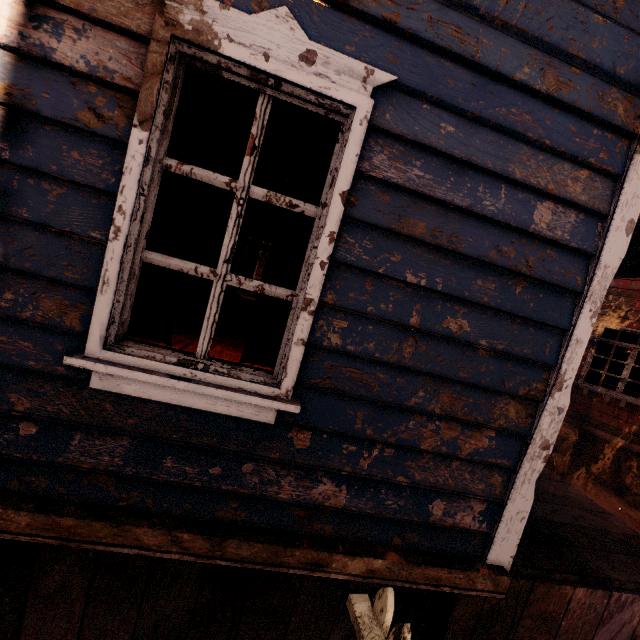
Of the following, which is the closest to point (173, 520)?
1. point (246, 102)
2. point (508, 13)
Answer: point (508, 13)

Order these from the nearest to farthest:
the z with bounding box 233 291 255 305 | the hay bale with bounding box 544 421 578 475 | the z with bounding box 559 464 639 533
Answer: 1. the z with bounding box 559 464 639 533
2. the hay bale with bounding box 544 421 578 475
3. the z with bounding box 233 291 255 305

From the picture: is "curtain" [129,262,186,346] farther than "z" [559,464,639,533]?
No

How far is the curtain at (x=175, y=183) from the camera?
1.57m

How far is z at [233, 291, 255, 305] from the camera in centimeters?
2078cm

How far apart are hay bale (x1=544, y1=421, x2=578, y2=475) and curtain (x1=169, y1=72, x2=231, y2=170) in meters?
7.7 m

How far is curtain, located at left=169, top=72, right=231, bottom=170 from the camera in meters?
1.5
